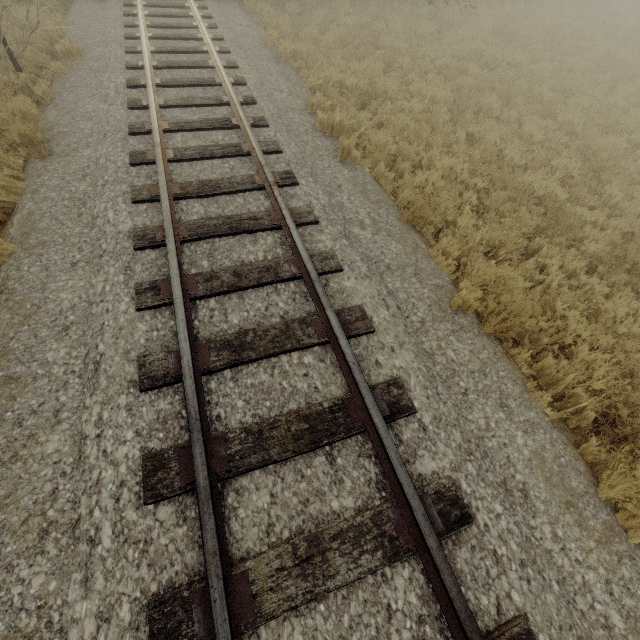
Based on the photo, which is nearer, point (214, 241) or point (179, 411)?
point (179, 411)
